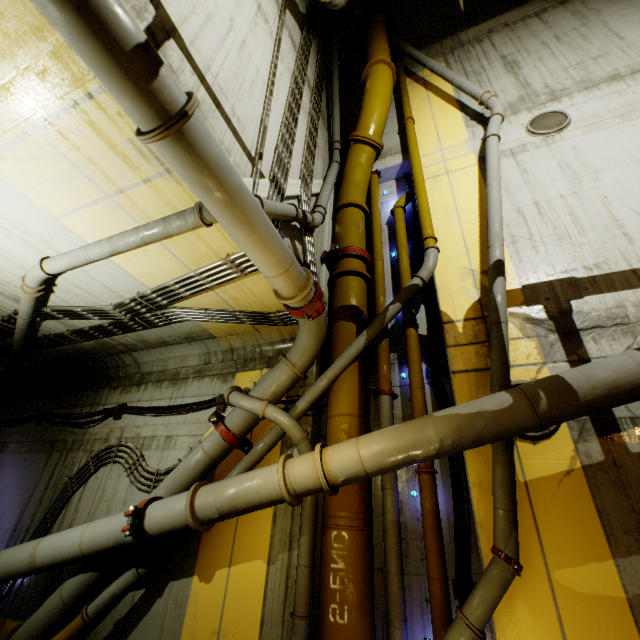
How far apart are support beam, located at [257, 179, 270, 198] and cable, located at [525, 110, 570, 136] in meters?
6.1 m

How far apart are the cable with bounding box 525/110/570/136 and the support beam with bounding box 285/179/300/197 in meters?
5.3

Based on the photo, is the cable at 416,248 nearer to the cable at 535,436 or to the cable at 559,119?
the cable at 535,436

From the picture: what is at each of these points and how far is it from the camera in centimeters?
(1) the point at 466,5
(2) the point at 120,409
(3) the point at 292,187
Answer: (1) stairs, 311cm
(2) cable, 764cm
(3) support beam, 607cm

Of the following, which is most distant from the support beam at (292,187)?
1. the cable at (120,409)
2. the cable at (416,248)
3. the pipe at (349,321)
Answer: the cable at (120,409)

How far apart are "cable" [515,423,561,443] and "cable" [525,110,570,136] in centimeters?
569cm

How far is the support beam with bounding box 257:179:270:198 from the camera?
4.8m

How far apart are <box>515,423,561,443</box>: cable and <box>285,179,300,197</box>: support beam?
4.7 meters
